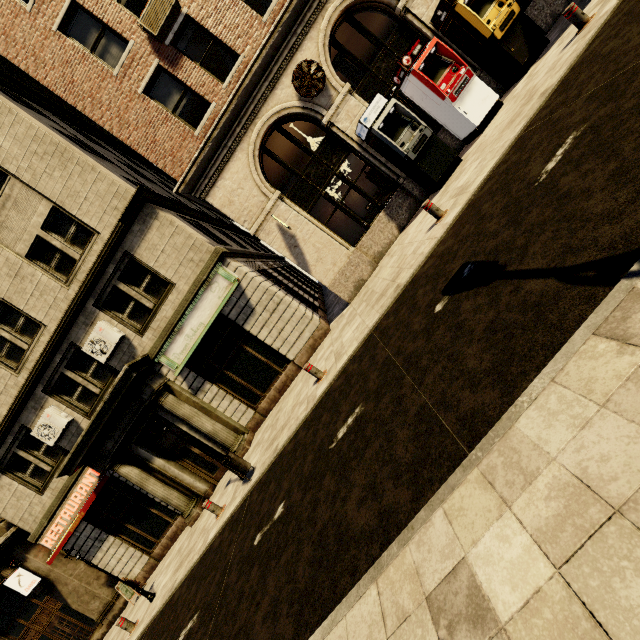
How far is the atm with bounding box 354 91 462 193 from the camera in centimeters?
939cm

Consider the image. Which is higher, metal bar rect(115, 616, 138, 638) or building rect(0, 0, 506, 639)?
building rect(0, 0, 506, 639)

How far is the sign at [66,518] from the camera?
12.51m

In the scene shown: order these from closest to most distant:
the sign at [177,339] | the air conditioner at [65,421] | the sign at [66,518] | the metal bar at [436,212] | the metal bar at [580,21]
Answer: the metal bar at [580,21] < the metal bar at [436,212] < the sign at [177,339] < the air conditioner at [65,421] < the sign at [66,518]

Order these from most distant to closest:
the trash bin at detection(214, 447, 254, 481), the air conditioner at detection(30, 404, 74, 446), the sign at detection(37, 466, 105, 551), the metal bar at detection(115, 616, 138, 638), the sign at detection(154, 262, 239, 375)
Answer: the sign at detection(37, 466, 105, 551)
the air conditioner at detection(30, 404, 74, 446)
the sign at detection(154, 262, 239, 375)
the metal bar at detection(115, 616, 138, 638)
the trash bin at detection(214, 447, 254, 481)

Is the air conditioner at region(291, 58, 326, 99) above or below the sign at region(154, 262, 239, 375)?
above

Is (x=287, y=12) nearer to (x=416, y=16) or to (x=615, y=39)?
(x=416, y=16)

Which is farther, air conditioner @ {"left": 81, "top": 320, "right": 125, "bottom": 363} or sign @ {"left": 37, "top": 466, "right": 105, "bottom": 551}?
sign @ {"left": 37, "top": 466, "right": 105, "bottom": 551}
